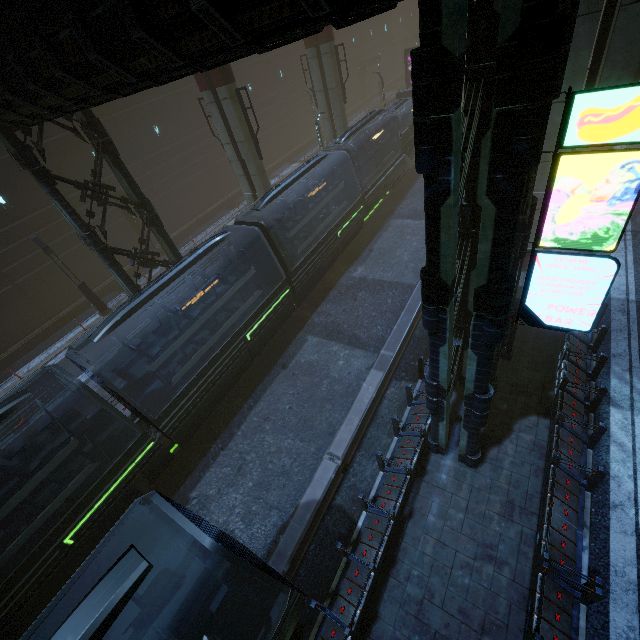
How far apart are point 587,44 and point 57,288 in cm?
2979

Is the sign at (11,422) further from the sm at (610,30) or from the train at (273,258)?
the sm at (610,30)

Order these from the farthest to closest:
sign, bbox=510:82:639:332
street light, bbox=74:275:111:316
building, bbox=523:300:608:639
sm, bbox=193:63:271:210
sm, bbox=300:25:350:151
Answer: sm, bbox=300:25:350:151
street light, bbox=74:275:111:316
sm, bbox=193:63:271:210
building, bbox=523:300:608:639
sign, bbox=510:82:639:332

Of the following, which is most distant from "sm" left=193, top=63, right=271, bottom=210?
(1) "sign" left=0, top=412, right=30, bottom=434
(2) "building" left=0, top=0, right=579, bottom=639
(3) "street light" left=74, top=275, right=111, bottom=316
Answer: (1) "sign" left=0, top=412, right=30, bottom=434

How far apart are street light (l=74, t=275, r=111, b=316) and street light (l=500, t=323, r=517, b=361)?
21.80m

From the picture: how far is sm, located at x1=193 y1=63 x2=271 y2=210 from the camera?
15.9 meters

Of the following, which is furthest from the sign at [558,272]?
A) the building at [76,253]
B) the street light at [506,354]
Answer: the street light at [506,354]

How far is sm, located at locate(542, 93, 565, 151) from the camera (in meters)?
10.05
